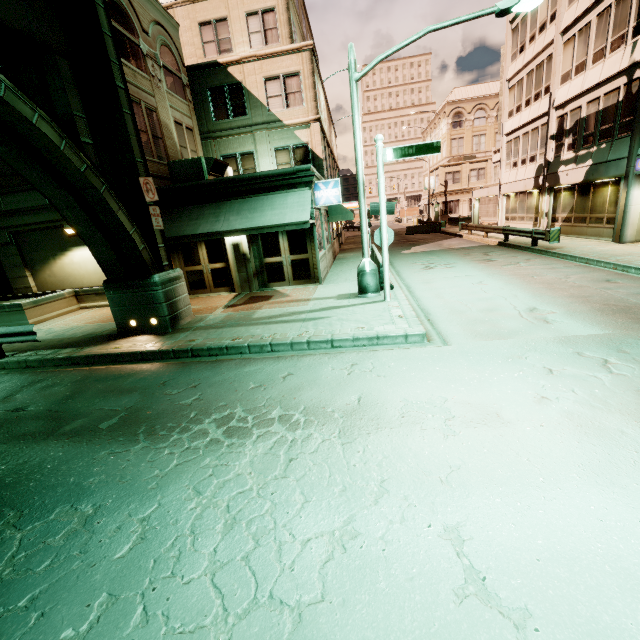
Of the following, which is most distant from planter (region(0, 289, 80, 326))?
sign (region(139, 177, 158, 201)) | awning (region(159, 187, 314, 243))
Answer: sign (region(139, 177, 158, 201))

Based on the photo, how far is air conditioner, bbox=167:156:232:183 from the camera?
13.89m

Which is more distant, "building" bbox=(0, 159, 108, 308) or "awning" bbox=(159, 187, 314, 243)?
"building" bbox=(0, 159, 108, 308)

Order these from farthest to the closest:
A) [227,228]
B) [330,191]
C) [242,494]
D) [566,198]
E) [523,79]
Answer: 1. [523,79]
2. [566,198]
3. [330,191]
4. [227,228]
5. [242,494]

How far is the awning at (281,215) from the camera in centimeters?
1201cm

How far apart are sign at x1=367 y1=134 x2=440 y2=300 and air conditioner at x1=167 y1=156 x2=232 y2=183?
7.4 meters

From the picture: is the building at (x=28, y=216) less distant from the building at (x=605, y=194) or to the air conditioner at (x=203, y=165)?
the air conditioner at (x=203, y=165)

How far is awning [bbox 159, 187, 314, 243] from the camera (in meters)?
12.01
